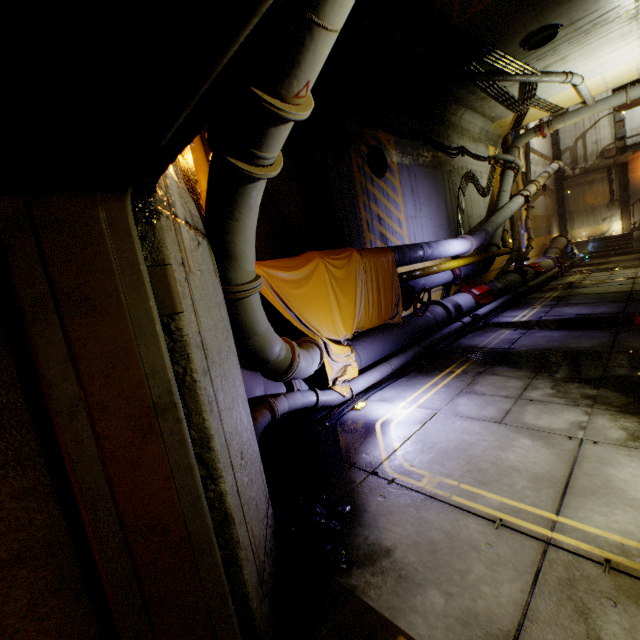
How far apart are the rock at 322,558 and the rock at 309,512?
0.1m

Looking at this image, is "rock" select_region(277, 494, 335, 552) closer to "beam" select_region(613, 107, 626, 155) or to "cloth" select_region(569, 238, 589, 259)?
"cloth" select_region(569, 238, 589, 259)

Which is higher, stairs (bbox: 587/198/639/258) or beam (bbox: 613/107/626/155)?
beam (bbox: 613/107/626/155)

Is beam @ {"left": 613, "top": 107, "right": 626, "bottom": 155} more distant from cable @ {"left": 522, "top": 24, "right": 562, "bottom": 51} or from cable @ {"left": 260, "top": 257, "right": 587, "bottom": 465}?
cable @ {"left": 522, "top": 24, "right": 562, "bottom": 51}

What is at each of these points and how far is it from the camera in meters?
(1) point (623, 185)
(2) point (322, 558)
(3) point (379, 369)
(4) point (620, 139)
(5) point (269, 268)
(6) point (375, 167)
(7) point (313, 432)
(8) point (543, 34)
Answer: (1) beam, 21.4 m
(2) rock, 2.3 m
(3) pipe, 5.6 m
(4) beam, 21.0 m
(5) cloth, 4.4 m
(6) cable, 8.4 m
(7) cable, 4.2 m
(8) cable, 8.3 m

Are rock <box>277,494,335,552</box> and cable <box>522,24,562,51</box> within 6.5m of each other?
no

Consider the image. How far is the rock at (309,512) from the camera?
2.6 meters

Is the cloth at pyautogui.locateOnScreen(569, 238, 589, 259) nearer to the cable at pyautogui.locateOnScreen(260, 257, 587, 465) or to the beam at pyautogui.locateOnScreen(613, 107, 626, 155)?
the cable at pyautogui.locateOnScreen(260, 257, 587, 465)
